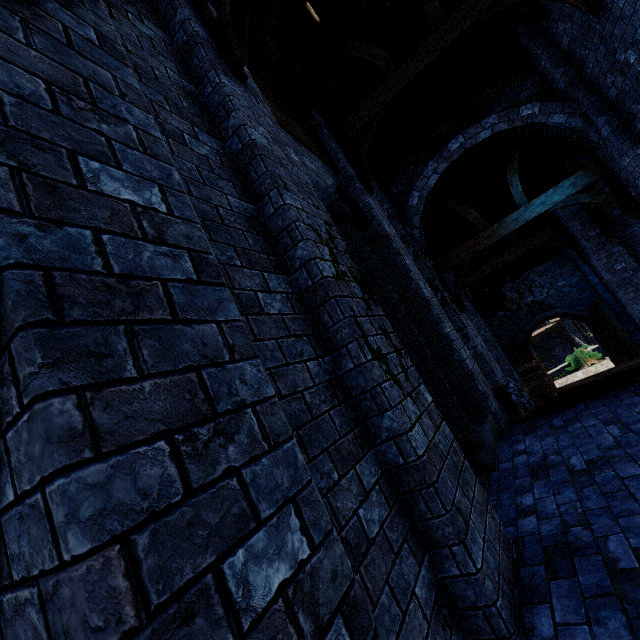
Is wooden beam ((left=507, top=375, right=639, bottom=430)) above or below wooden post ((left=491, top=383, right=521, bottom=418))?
below

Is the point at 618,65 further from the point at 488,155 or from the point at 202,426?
the point at 202,426

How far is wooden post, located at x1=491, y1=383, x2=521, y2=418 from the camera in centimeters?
612cm

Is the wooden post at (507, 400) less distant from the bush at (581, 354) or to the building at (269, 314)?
the building at (269, 314)

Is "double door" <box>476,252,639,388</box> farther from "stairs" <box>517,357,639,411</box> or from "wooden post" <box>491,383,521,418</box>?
"wooden post" <box>491,383,521,418</box>

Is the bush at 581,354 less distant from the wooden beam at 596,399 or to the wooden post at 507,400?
the wooden post at 507,400

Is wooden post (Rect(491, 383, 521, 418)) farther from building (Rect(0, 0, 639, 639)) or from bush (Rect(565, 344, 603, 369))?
bush (Rect(565, 344, 603, 369))

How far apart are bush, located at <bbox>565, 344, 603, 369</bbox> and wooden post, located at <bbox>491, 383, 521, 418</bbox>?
18.3m
